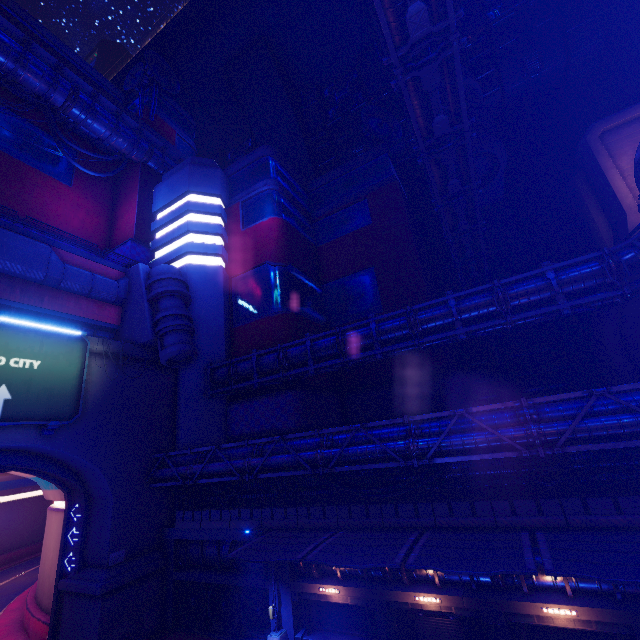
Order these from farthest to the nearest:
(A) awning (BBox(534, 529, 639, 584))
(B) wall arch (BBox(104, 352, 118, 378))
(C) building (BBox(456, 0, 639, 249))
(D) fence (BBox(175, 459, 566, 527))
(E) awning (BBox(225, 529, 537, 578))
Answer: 1. (C) building (BBox(456, 0, 639, 249))
2. (B) wall arch (BBox(104, 352, 118, 378))
3. (D) fence (BBox(175, 459, 566, 527))
4. (E) awning (BBox(225, 529, 537, 578))
5. (A) awning (BBox(534, 529, 639, 584))

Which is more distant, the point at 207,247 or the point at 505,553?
the point at 207,247

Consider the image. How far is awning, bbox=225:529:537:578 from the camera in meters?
10.6

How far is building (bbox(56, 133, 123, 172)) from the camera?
35.66m

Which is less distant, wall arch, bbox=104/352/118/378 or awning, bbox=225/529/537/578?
awning, bbox=225/529/537/578

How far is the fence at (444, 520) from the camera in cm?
1349

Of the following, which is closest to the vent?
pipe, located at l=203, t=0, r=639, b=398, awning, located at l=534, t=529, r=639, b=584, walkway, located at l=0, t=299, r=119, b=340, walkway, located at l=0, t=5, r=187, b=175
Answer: pipe, located at l=203, t=0, r=639, b=398

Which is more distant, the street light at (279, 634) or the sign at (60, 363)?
the sign at (60, 363)
